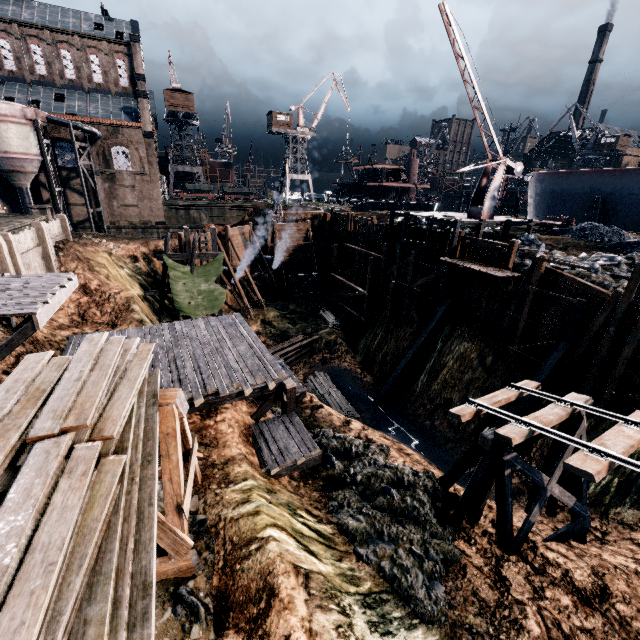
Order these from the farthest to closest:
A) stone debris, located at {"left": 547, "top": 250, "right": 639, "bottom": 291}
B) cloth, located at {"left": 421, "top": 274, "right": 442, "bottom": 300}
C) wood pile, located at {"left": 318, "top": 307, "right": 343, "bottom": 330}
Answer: wood pile, located at {"left": 318, "top": 307, "right": 343, "bottom": 330}, cloth, located at {"left": 421, "top": 274, "right": 442, "bottom": 300}, stone debris, located at {"left": 547, "top": 250, "right": 639, "bottom": 291}

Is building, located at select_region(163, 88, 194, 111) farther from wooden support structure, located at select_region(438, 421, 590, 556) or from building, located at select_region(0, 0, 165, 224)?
wooden support structure, located at select_region(438, 421, 590, 556)

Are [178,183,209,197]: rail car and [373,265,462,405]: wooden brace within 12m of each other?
no

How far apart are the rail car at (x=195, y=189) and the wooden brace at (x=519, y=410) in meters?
59.3 m

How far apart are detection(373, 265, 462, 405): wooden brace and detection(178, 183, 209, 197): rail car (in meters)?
50.65

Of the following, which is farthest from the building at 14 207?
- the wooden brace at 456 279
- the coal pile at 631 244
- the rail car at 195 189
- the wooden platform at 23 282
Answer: the coal pile at 631 244

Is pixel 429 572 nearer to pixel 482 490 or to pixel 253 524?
pixel 482 490

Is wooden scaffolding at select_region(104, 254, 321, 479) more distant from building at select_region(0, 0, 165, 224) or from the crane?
the crane
